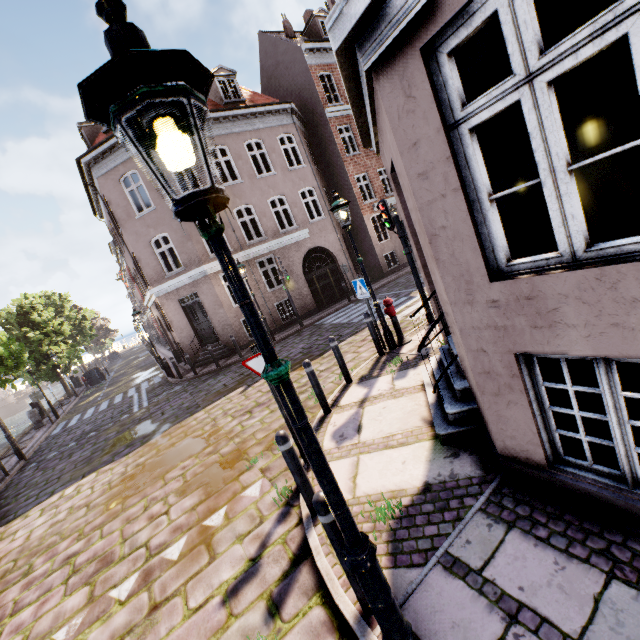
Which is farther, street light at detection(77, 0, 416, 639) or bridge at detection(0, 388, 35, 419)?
bridge at detection(0, 388, 35, 419)

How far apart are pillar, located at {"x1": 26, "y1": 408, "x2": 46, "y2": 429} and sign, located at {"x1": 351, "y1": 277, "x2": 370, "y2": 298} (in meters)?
20.01

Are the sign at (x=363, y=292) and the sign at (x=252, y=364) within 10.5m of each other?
yes

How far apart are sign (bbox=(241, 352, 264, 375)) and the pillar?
20.2m

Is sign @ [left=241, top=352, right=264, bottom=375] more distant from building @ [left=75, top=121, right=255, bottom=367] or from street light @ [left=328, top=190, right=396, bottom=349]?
street light @ [left=328, top=190, right=396, bottom=349]

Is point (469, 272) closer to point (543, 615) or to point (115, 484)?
point (543, 615)

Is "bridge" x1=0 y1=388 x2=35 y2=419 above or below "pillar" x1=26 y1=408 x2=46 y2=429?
below

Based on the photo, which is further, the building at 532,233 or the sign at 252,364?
the sign at 252,364
